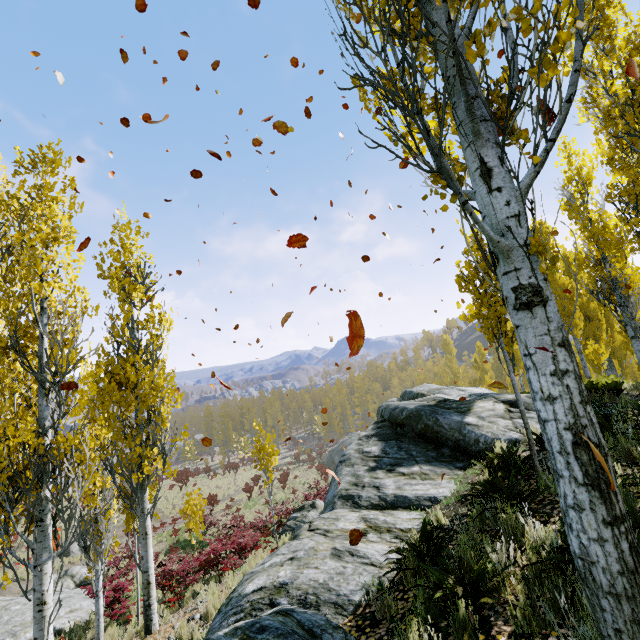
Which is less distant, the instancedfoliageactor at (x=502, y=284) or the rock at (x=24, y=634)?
the instancedfoliageactor at (x=502, y=284)

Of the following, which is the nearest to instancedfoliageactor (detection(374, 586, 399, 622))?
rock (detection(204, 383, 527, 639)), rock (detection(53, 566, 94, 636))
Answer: rock (detection(204, 383, 527, 639))

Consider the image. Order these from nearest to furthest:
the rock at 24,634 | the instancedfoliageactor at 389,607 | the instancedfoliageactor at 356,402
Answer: the instancedfoliageactor at 389,607, the rock at 24,634, the instancedfoliageactor at 356,402

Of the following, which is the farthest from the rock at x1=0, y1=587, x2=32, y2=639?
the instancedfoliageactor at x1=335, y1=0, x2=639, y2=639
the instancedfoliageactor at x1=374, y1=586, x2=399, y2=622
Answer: the instancedfoliageactor at x1=374, y1=586, x2=399, y2=622

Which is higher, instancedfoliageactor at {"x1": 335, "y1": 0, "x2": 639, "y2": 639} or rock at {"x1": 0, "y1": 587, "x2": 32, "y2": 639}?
instancedfoliageactor at {"x1": 335, "y1": 0, "x2": 639, "y2": 639}

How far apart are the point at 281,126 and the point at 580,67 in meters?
A: 4.6

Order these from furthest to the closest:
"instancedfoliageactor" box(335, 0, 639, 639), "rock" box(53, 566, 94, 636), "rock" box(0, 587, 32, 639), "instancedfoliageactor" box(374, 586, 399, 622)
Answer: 1. "rock" box(53, 566, 94, 636)
2. "rock" box(0, 587, 32, 639)
3. "instancedfoliageactor" box(374, 586, 399, 622)
4. "instancedfoliageactor" box(335, 0, 639, 639)

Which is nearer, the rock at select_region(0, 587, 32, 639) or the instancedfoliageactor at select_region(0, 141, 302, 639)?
the instancedfoliageactor at select_region(0, 141, 302, 639)
